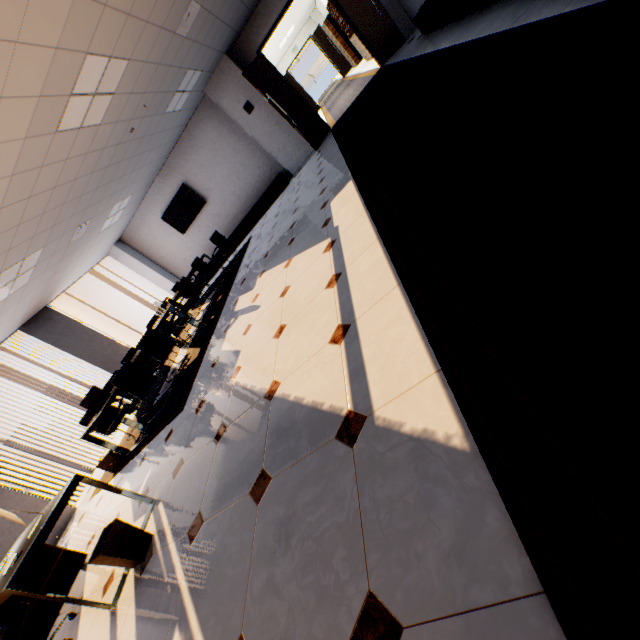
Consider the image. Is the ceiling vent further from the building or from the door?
the building

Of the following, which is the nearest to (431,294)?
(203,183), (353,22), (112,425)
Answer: (112,425)

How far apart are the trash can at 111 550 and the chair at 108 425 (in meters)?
3.40

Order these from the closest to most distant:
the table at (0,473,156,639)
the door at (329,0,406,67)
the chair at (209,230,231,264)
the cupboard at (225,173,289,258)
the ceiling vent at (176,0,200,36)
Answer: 1. the table at (0,473,156,639)
2. the ceiling vent at (176,0,200,36)
3. the door at (329,0,406,67)
4. the chair at (209,230,231,264)
5. the cupboard at (225,173,289,258)

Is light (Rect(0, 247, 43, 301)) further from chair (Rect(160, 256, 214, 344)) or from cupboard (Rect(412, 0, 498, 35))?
cupboard (Rect(412, 0, 498, 35))

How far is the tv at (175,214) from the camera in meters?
9.8

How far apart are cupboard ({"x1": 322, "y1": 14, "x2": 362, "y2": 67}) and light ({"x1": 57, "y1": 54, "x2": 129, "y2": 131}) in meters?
14.0

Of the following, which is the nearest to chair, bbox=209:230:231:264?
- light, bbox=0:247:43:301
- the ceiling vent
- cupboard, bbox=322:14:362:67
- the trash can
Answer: light, bbox=0:247:43:301
